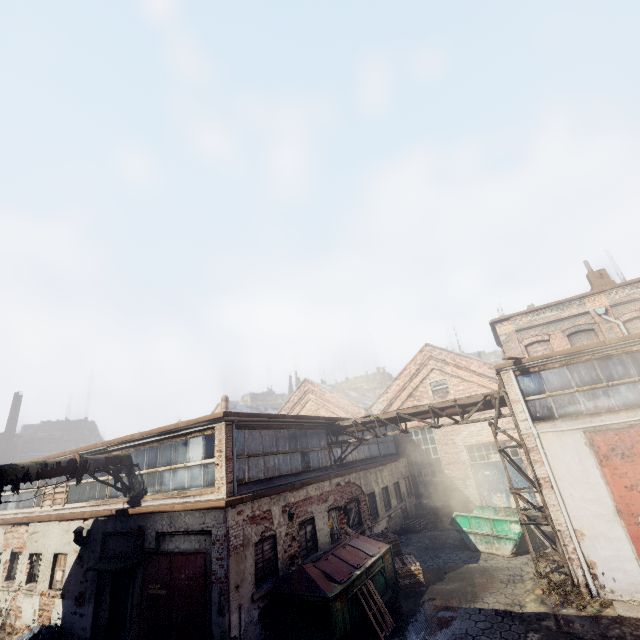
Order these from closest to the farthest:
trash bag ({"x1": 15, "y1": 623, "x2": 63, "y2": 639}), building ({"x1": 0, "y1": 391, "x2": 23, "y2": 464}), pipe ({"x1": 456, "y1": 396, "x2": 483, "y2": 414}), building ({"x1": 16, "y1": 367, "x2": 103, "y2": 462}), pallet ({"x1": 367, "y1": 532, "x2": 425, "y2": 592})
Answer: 1. trash bag ({"x1": 15, "y1": 623, "x2": 63, "y2": 639})
2. pallet ({"x1": 367, "y1": 532, "x2": 425, "y2": 592})
3. pipe ({"x1": 456, "y1": 396, "x2": 483, "y2": 414})
4. building ({"x1": 0, "y1": 391, "x2": 23, "y2": 464})
5. building ({"x1": 16, "y1": 367, "x2": 103, "y2": 462})

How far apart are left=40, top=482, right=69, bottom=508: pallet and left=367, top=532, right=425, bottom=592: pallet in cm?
1345

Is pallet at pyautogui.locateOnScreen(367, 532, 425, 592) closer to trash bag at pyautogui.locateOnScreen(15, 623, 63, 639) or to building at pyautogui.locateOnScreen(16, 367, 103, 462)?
trash bag at pyautogui.locateOnScreen(15, 623, 63, 639)

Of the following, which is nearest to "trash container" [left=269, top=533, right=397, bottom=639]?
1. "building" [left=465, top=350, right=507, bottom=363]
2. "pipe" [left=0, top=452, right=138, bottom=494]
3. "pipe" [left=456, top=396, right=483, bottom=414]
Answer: "pipe" [left=456, top=396, right=483, bottom=414]

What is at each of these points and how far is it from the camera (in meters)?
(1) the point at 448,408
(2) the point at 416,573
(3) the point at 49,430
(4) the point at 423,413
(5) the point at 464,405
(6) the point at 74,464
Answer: (1) pipe, 12.91
(2) pallet, 11.24
(3) building, 46.97
(4) pipe, 13.38
(5) pipe, 12.64
(6) pipe, 10.52

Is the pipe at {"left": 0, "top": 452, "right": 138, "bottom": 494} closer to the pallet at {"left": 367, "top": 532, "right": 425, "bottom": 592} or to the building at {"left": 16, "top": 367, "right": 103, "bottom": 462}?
the pallet at {"left": 367, "top": 532, "right": 425, "bottom": 592}

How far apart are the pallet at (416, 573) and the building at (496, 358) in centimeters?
5018cm

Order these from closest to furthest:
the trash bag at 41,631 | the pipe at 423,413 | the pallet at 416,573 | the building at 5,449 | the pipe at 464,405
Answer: the trash bag at 41,631 → the pallet at 416,573 → the pipe at 464,405 → the pipe at 423,413 → the building at 5,449
